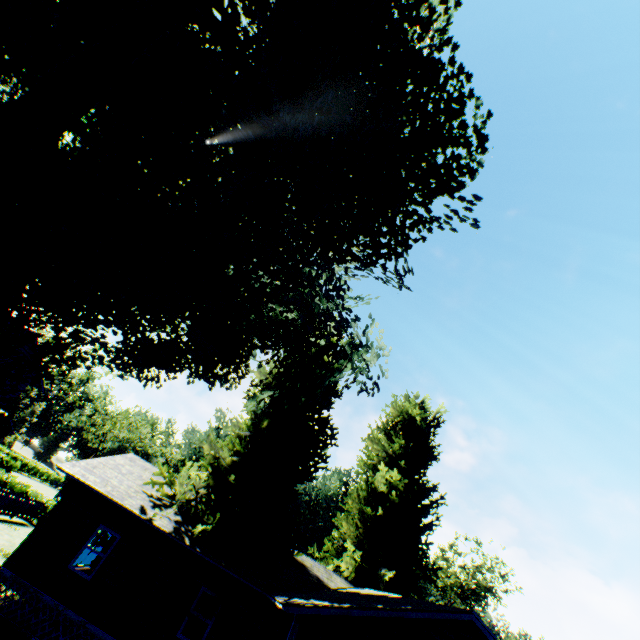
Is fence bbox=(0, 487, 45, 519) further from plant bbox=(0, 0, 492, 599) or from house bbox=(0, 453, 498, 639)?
house bbox=(0, 453, 498, 639)

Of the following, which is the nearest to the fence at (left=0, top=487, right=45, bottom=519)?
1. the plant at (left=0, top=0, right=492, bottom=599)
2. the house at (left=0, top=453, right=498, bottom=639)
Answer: the plant at (left=0, top=0, right=492, bottom=599)

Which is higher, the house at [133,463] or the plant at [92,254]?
the plant at [92,254]

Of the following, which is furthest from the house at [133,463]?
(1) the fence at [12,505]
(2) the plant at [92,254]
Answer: (1) the fence at [12,505]

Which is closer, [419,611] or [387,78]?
[419,611]

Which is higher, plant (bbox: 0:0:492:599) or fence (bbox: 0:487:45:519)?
plant (bbox: 0:0:492:599)
